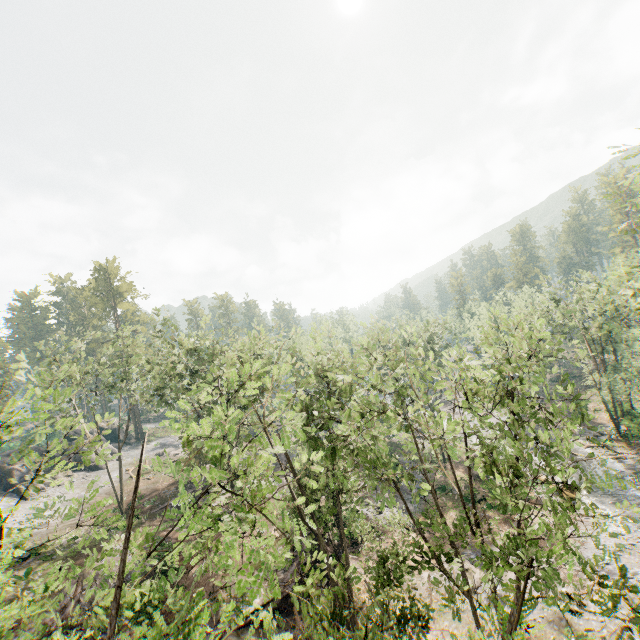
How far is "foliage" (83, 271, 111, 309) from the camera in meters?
57.1 m

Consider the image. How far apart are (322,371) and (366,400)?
7.6 meters

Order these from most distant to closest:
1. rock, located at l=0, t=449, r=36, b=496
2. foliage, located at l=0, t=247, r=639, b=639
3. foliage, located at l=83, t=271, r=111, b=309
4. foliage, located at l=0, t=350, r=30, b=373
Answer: foliage, located at l=83, t=271, r=111, b=309 < rock, located at l=0, t=449, r=36, b=496 < foliage, located at l=0, t=350, r=30, b=373 < foliage, located at l=0, t=247, r=639, b=639

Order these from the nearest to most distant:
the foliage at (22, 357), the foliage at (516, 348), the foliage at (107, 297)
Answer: the foliage at (516, 348) < the foliage at (22, 357) < the foliage at (107, 297)

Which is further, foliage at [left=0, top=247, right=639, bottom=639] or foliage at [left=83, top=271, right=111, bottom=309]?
foliage at [left=83, top=271, right=111, bottom=309]

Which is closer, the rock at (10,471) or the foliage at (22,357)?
the foliage at (22,357)

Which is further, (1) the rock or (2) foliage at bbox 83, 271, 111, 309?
(2) foliage at bbox 83, 271, 111, 309
